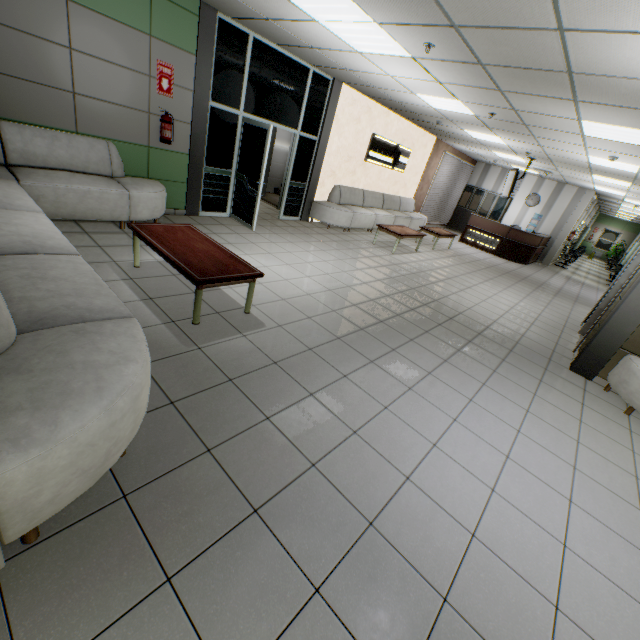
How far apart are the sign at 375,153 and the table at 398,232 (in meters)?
2.11

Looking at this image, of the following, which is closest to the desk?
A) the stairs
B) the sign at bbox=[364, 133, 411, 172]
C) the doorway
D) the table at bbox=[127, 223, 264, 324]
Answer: the stairs

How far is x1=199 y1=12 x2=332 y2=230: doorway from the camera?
5.7 meters

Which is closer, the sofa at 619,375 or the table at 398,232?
the sofa at 619,375

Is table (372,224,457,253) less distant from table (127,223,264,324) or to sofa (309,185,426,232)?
sofa (309,185,426,232)

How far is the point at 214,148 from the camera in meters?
6.2 m

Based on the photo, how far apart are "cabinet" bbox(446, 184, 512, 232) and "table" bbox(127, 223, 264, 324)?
15.0m

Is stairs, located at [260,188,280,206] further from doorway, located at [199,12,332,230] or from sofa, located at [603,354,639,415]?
sofa, located at [603,354,639,415]
